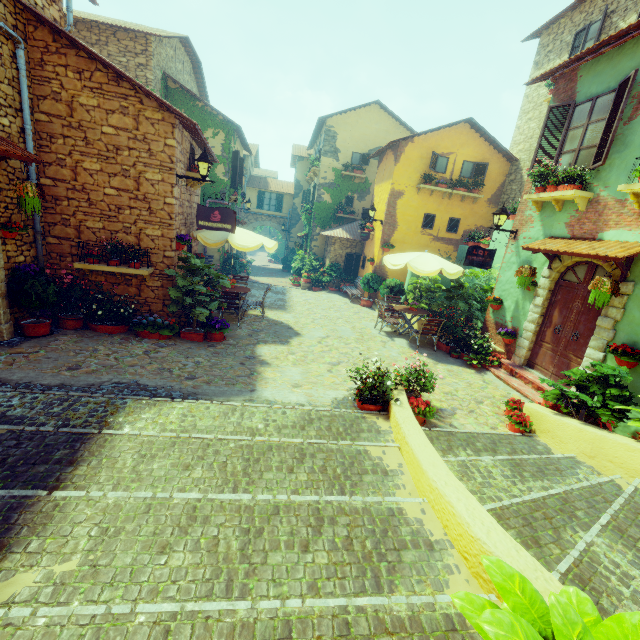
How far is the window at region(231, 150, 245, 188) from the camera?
15.5 meters

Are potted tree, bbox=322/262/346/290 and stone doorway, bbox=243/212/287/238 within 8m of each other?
no

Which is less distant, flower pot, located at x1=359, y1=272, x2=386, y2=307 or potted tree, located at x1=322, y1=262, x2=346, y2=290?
flower pot, located at x1=359, y1=272, x2=386, y2=307

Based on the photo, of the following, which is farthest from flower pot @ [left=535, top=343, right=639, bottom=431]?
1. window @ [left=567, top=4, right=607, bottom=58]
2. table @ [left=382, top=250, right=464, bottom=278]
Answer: window @ [left=567, top=4, right=607, bottom=58]

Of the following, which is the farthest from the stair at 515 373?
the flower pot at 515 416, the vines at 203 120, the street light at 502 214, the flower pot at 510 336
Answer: the vines at 203 120

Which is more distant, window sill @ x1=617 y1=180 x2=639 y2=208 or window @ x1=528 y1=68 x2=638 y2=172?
window @ x1=528 y1=68 x2=638 y2=172

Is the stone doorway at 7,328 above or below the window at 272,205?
below

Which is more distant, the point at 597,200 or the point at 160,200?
the point at 160,200
